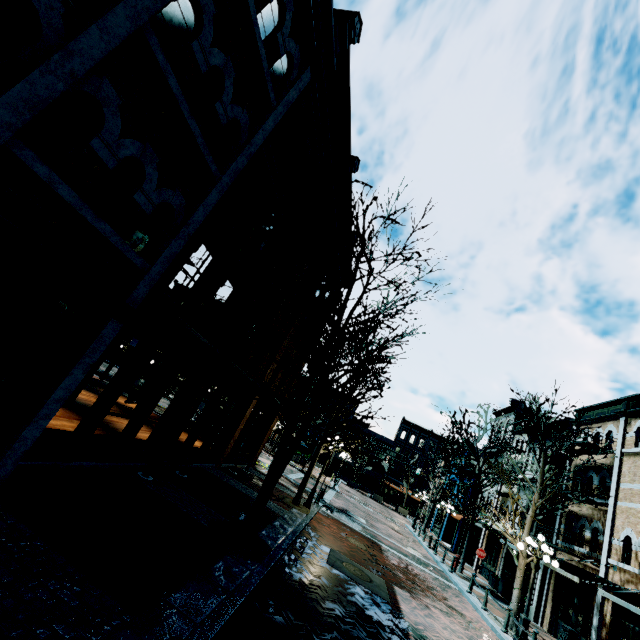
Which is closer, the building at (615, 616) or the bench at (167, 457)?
the bench at (167, 457)

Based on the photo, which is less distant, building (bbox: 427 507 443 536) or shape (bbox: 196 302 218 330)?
shape (bbox: 196 302 218 330)

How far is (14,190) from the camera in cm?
394

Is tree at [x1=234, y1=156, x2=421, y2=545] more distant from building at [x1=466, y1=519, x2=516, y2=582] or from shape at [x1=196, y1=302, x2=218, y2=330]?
building at [x1=466, y1=519, x2=516, y2=582]

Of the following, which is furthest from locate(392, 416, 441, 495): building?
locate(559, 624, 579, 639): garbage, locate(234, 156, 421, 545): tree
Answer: locate(234, 156, 421, 545): tree

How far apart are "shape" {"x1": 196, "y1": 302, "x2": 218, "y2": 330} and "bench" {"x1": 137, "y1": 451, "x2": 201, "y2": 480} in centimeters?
750cm

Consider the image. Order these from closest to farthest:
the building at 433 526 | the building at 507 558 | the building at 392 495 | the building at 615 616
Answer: the building at 615 616 → the building at 507 558 → the building at 433 526 → the building at 392 495
